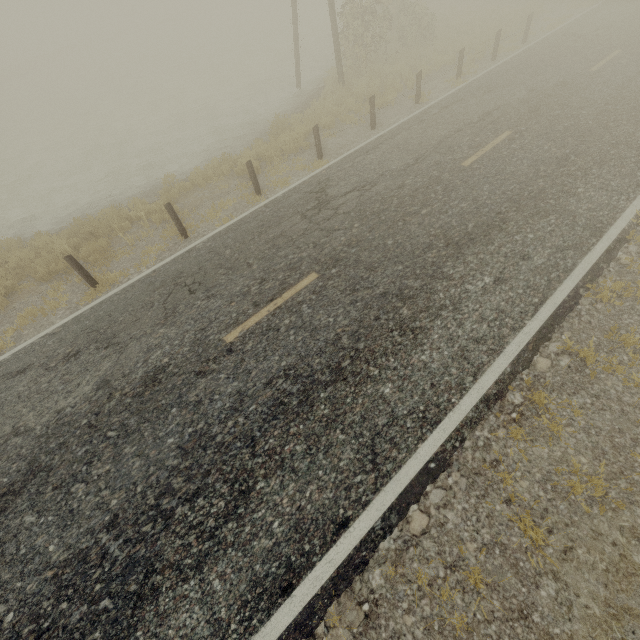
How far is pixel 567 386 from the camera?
4.5m
